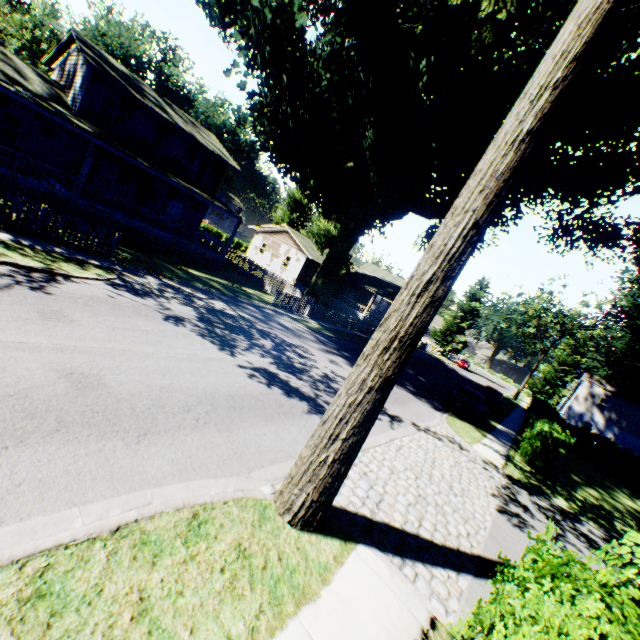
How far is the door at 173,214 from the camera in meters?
25.8 m

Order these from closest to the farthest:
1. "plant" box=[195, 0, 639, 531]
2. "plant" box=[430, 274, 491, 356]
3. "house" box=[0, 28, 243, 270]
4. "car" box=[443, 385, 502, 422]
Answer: "plant" box=[195, 0, 639, 531], "house" box=[0, 28, 243, 270], "car" box=[443, 385, 502, 422], "plant" box=[430, 274, 491, 356]

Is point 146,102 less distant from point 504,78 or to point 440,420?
point 504,78

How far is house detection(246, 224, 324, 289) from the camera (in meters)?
38.50

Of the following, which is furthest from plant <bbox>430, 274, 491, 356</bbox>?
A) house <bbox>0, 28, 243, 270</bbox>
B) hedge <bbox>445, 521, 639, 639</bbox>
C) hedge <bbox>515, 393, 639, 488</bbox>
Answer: hedge <bbox>445, 521, 639, 639</bbox>

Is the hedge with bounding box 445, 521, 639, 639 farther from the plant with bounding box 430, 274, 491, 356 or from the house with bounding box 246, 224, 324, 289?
the house with bounding box 246, 224, 324, 289

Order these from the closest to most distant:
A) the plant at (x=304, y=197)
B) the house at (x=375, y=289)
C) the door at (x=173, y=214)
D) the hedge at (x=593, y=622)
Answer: the hedge at (x=593, y=622)
the plant at (x=304, y=197)
the door at (x=173, y=214)
the house at (x=375, y=289)

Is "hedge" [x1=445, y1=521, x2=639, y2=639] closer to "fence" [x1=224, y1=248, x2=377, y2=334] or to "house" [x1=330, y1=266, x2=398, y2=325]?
"fence" [x1=224, y1=248, x2=377, y2=334]
